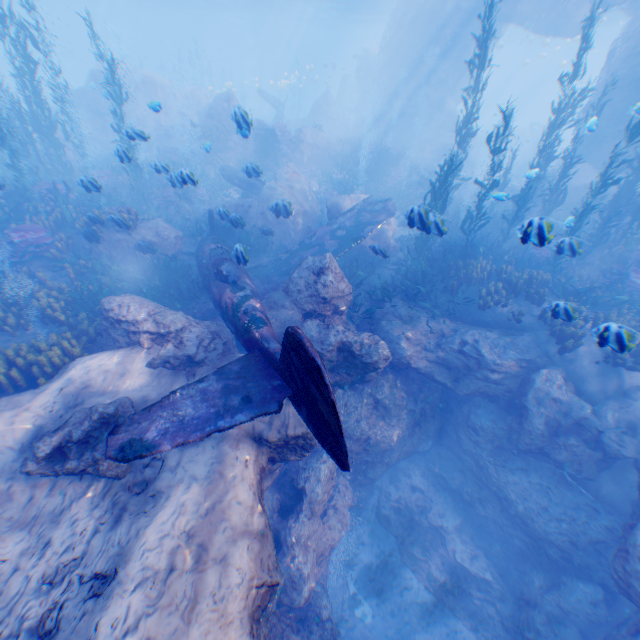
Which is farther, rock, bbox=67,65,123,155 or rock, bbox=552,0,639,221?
rock, bbox=67,65,123,155

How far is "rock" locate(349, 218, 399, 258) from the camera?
9.27m

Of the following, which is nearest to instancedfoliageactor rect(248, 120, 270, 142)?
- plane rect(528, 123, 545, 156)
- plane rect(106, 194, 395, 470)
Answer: plane rect(106, 194, 395, 470)

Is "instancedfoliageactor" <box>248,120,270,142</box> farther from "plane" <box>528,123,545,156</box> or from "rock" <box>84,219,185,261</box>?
"plane" <box>528,123,545,156</box>

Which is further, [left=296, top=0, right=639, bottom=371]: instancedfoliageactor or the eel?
the eel

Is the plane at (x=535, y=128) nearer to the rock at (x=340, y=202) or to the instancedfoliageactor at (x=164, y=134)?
the rock at (x=340, y=202)

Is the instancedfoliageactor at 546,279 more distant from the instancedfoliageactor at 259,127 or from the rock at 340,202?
the instancedfoliageactor at 259,127

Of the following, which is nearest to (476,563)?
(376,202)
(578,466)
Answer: (578,466)
